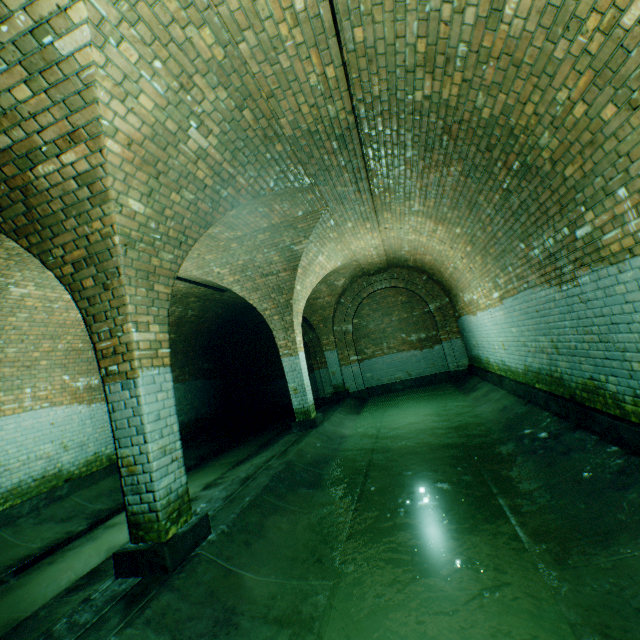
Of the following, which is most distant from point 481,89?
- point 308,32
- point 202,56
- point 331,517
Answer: point 331,517
